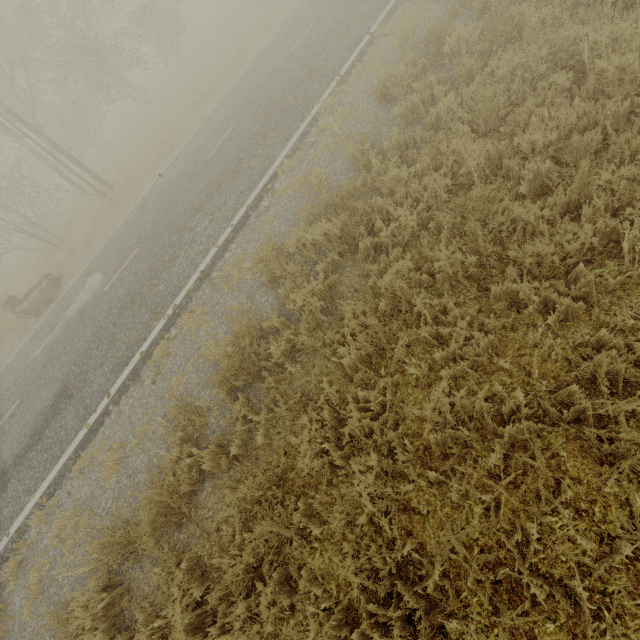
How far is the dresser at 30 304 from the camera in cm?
1170

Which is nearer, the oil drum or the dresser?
the dresser

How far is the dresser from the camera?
11.7m

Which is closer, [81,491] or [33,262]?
[81,491]

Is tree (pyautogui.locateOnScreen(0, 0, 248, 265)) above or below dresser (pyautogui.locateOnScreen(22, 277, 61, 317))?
above

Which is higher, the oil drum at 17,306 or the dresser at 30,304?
the oil drum at 17,306

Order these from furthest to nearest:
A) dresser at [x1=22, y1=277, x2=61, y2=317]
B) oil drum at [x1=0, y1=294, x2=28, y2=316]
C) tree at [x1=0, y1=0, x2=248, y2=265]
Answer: tree at [x1=0, y1=0, x2=248, y2=265] < oil drum at [x1=0, y1=294, x2=28, y2=316] < dresser at [x1=22, y1=277, x2=61, y2=317]

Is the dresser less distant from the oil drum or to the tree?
the oil drum
